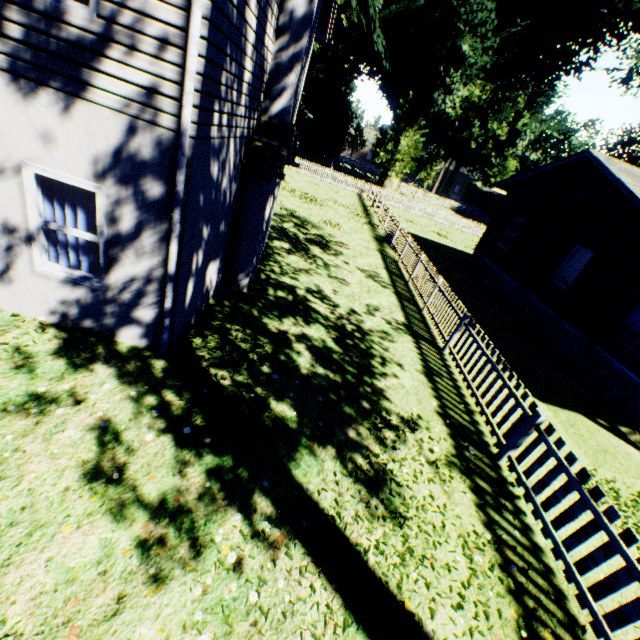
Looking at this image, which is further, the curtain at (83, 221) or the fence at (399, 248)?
the curtain at (83, 221)

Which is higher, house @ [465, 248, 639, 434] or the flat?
the flat

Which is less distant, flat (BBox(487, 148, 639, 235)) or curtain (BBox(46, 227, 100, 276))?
curtain (BBox(46, 227, 100, 276))

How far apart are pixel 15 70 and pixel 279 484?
6.0 meters

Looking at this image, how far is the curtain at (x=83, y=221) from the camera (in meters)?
4.62

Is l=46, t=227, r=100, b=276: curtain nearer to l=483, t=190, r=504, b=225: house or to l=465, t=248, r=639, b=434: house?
l=465, t=248, r=639, b=434: house

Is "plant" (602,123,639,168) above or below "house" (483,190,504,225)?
above

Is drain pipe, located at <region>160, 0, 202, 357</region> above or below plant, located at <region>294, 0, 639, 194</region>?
below
